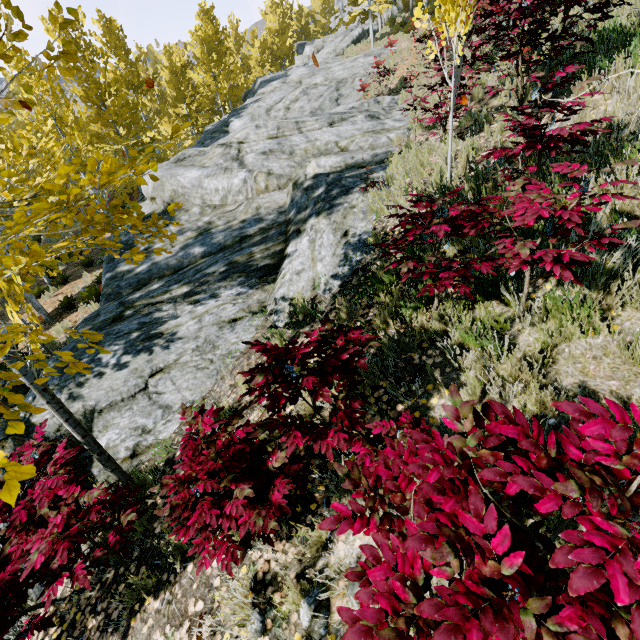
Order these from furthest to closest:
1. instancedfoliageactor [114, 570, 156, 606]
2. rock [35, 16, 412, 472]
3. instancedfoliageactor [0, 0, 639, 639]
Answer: rock [35, 16, 412, 472]
instancedfoliageactor [114, 570, 156, 606]
instancedfoliageactor [0, 0, 639, 639]

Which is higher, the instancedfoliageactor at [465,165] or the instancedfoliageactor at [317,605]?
the instancedfoliageactor at [465,165]

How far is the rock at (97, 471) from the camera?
4.0 meters

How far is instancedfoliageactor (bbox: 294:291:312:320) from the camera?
4.53m

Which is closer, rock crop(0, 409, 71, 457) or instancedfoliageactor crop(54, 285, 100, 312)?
rock crop(0, 409, 71, 457)

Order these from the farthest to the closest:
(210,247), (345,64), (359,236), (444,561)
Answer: (345,64) → (210,247) → (359,236) → (444,561)
